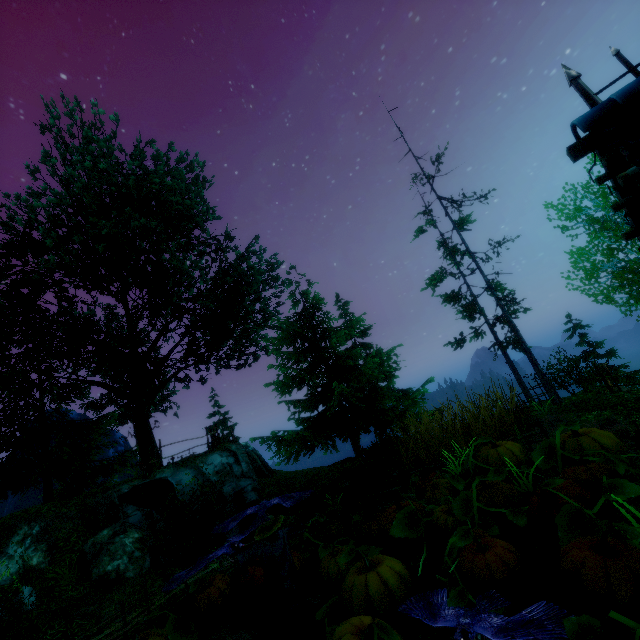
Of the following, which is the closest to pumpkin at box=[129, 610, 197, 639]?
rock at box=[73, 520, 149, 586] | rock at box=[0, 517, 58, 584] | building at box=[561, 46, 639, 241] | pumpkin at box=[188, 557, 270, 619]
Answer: pumpkin at box=[188, 557, 270, 619]

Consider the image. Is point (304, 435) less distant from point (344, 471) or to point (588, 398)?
point (344, 471)

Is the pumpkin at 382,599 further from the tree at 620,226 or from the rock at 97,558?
the rock at 97,558

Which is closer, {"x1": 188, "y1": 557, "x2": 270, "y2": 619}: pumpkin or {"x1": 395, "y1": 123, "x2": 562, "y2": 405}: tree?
{"x1": 188, "y1": 557, "x2": 270, "y2": 619}: pumpkin

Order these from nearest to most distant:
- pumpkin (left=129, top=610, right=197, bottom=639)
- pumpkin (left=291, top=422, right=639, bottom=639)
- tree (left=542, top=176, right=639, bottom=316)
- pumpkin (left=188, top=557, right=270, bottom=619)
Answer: pumpkin (left=291, top=422, right=639, bottom=639) < pumpkin (left=129, top=610, right=197, bottom=639) < pumpkin (left=188, top=557, right=270, bottom=619) < tree (left=542, top=176, right=639, bottom=316)

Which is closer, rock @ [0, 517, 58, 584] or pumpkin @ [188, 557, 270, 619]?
pumpkin @ [188, 557, 270, 619]

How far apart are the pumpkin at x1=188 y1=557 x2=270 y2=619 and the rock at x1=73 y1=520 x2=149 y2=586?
3.5m

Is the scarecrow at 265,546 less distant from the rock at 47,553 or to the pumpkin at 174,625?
the pumpkin at 174,625
